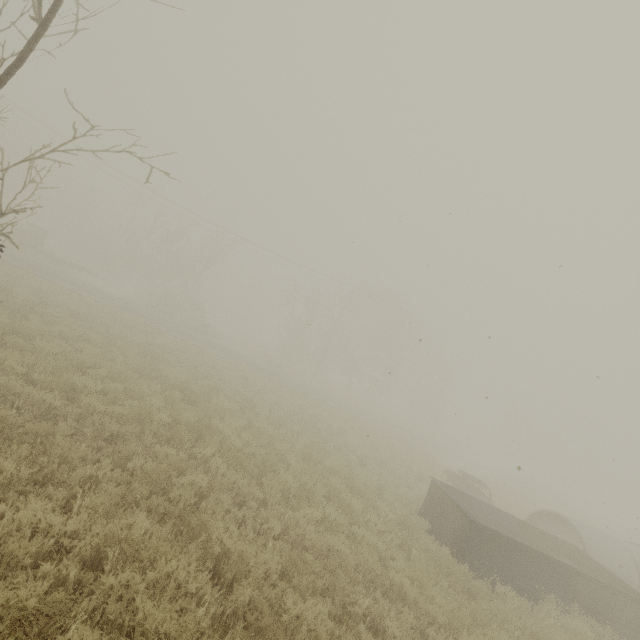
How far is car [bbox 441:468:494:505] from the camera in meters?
15.2

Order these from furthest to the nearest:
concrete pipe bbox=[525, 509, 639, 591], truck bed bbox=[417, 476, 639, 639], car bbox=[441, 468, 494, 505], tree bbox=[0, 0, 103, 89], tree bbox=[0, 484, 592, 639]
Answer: car bbox=[441, 468, 494, 505], concrete pipe bbox=[525, 509, 639, 591], truck bed bbox=[417, 476, 639, 639], tree bbox=[0, 0, 103, 89], tree bbox=[0, 484, 592, 639]

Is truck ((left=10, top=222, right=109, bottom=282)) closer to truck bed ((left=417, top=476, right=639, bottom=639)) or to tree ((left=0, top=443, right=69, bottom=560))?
tree ((left=0, top=443, right=69, bottom=560))

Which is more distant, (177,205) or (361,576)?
(177,205)

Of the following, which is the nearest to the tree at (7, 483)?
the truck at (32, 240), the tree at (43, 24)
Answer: the tree at (43, 24)

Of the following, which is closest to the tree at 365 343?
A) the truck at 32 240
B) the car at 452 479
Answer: the car at 452 479

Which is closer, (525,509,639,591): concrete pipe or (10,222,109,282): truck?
(525,509,639,591): concrete pipe

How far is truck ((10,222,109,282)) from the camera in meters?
27.7 m
